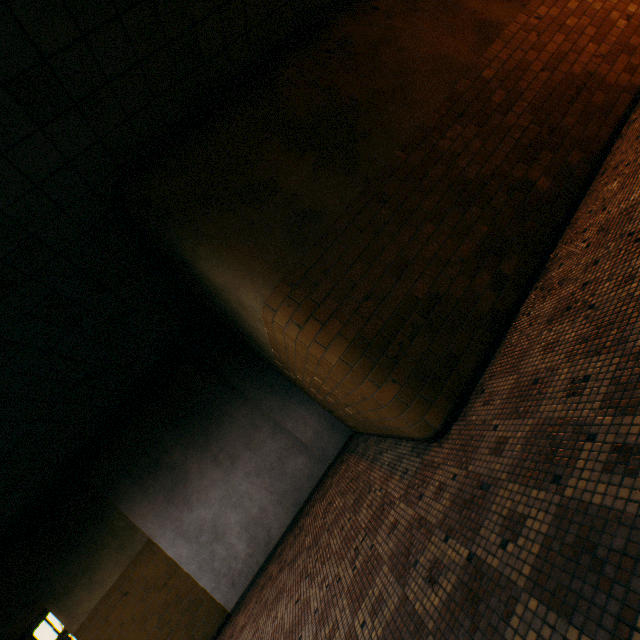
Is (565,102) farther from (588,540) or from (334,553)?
(334,553)
